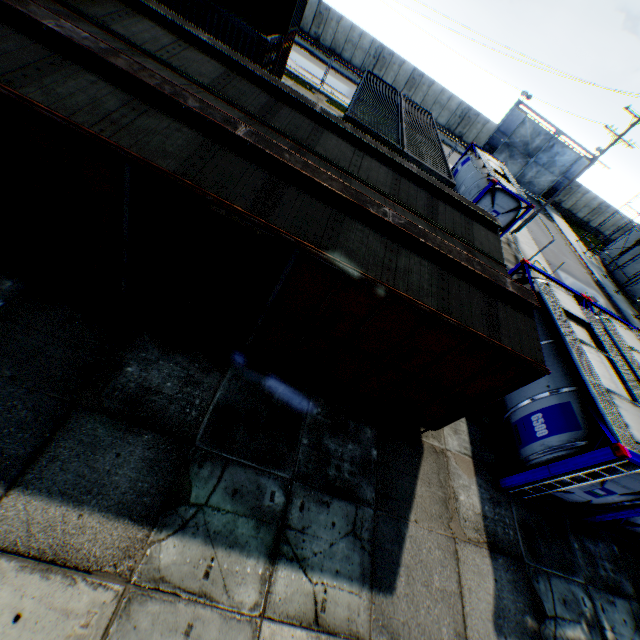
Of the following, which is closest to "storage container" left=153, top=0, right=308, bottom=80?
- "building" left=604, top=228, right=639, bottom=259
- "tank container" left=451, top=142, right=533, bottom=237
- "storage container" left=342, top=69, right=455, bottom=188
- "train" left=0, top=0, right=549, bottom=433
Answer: "storage container" left=342, top=69, right=455, bottom=188

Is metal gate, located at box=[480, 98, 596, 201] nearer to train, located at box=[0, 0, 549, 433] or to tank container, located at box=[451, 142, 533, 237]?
tank container, located at box=[451, 142, 533, 237]

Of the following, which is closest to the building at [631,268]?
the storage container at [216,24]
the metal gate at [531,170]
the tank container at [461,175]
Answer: the metal gate at [531,170]

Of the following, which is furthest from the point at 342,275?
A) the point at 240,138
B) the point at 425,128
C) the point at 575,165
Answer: the point at 575,165

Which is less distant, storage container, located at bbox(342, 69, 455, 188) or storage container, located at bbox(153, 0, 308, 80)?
storage container, located at bbox(342, 69, 455, 188)

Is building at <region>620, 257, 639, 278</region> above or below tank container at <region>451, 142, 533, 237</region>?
below

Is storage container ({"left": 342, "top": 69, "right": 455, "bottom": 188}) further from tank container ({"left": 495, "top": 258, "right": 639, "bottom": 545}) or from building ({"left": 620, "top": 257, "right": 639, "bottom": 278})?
building ({"left": 620, "top": 257, "right": 639, "bottom": 278})

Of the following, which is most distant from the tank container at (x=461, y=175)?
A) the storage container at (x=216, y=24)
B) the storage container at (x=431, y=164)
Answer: the storage container at (x=216, y=24)
